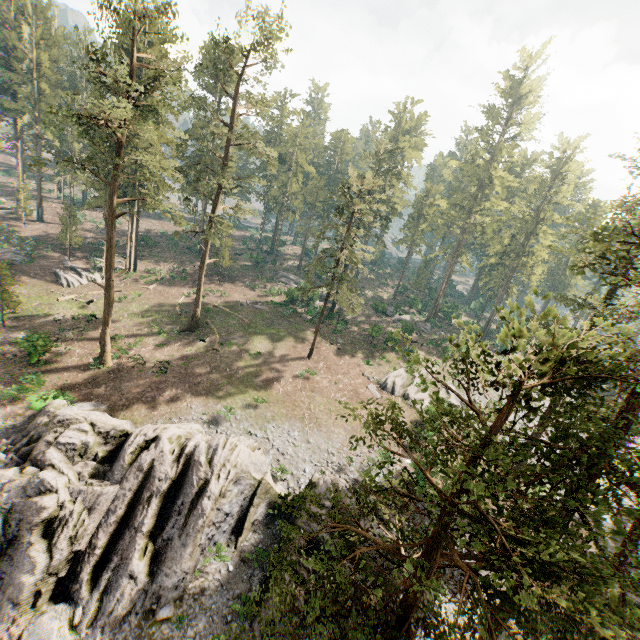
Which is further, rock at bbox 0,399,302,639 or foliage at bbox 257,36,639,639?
rock at bbox 0,399,302,639

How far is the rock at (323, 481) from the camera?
20.0 meters

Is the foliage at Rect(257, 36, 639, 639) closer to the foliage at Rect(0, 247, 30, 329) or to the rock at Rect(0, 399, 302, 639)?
the foliage at Rect(0, 247, 30, 329)

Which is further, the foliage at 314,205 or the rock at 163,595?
the foliage at 314,205

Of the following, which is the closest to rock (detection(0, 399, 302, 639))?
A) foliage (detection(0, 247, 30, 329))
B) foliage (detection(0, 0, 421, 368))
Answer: foliage (detection(0, 0, 421, 368))

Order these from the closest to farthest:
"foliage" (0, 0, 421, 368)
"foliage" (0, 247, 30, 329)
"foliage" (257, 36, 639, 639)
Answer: "foliage" (257, 36, 639, 639) → "foliage" (0, 0, 421, 368) → "foliage" (0, 247, 30, 329)

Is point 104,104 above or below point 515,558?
above
